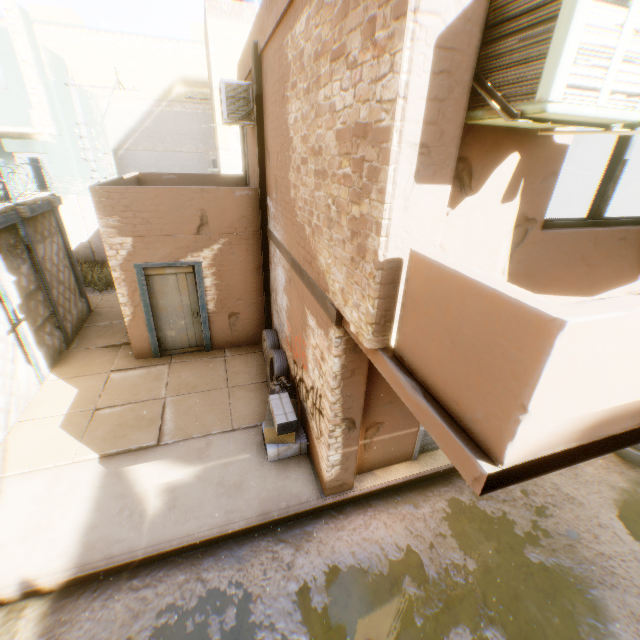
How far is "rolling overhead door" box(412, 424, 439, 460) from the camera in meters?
5.5

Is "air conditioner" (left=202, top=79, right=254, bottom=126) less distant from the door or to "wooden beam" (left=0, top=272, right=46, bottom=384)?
"wooden beam" (left=0, top=272, right=46, bottom=384)

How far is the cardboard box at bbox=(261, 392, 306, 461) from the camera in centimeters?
536cm

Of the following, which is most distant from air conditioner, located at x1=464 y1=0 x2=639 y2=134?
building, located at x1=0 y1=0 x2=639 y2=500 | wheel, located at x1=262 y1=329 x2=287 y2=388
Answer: wheel, located at x1=262 y1=329 x2=287 y2=388

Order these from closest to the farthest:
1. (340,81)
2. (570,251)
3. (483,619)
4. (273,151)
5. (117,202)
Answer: (340,81) → (570,251) → (483,619) → (273,151) → (117,202)

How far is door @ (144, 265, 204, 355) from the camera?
7.62m

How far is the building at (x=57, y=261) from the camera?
8.1m

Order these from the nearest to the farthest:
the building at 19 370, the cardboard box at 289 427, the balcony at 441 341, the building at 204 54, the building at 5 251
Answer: the balcony at 441 341, the building at 204 54, the cardboard box at 289 427, the building at 19 370, the building at 5 251
